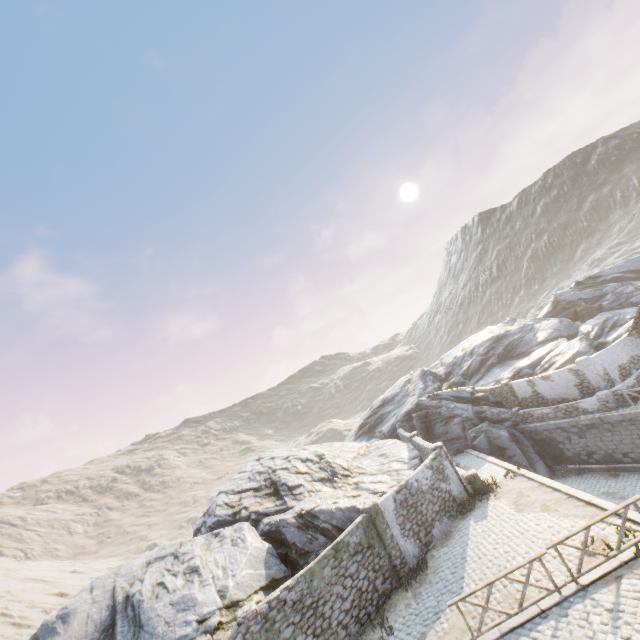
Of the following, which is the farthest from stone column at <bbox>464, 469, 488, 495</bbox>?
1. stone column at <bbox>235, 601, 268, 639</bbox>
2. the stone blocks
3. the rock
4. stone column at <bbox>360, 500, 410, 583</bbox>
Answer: stone column at <bbox>235, 601, 268, 639</bbox>

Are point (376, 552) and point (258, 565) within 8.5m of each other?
yes

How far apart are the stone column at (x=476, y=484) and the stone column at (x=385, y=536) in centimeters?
512cm

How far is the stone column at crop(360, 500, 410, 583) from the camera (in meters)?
13.88

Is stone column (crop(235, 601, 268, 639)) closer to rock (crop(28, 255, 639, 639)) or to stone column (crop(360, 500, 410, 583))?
rock (crop(28, 255, 639, 639))

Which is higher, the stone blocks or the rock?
the rock

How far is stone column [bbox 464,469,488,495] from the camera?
17.41m

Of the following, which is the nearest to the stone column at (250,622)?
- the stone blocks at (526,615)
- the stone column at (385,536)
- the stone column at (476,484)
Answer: the stone blocks at (526,615)
